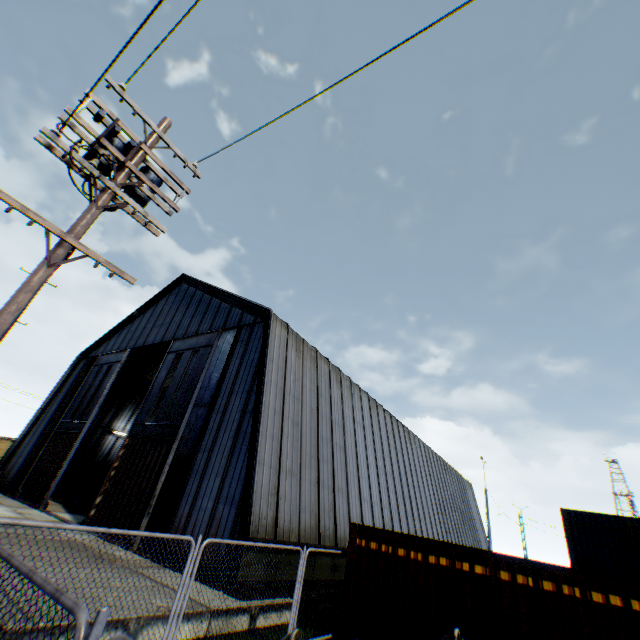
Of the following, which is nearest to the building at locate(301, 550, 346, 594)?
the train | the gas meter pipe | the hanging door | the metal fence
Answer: the hanging door

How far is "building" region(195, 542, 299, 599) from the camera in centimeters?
1005cm

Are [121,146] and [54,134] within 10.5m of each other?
yes

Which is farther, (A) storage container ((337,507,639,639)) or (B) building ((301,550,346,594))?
(B) building ((301,550,346,594))

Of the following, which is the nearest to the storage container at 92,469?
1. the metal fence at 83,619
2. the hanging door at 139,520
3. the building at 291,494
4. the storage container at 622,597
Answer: the building at 291,494

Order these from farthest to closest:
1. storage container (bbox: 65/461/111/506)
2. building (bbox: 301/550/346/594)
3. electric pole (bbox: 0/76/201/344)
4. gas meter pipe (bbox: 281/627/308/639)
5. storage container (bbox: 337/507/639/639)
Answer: storage container (bbox: 65/461/111/506), building (bbox: 301/550/346/594), storage container (bbox: 337/507/639/639), gas meter pipe (bbox: 281/627/308/639), electric pole (bbox: 0/76/201/344)

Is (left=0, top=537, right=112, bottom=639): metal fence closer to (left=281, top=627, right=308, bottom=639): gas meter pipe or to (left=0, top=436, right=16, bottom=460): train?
(left=281, top=627, right=308, bottom=639): gas meter pipe

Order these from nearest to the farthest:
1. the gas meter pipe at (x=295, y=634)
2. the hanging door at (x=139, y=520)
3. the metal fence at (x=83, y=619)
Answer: the metal fence at (x=83, y=619), the gas meter pipe at (x=295, y=634), the hanging door at (x=139, y=520)
